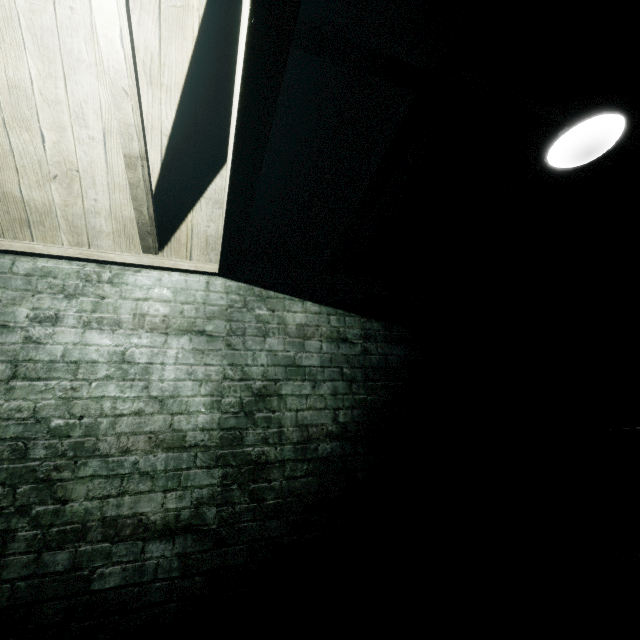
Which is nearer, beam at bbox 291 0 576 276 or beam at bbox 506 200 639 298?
beam at bbox 291 0 576 276

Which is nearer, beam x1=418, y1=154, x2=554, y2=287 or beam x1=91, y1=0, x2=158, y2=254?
beam x1=91, y1=0, x2=158, y2=254

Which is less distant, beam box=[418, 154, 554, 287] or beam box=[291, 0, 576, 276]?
beam box=[291, 0, 576, 276]

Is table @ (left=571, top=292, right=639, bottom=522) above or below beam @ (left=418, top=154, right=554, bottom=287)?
below

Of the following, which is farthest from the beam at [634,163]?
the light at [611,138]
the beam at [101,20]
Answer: the beam at [101,20]

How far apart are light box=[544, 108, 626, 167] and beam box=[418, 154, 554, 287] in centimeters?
9cm

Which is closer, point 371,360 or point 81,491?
point 81,491

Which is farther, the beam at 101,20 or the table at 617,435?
the table at 617,435
